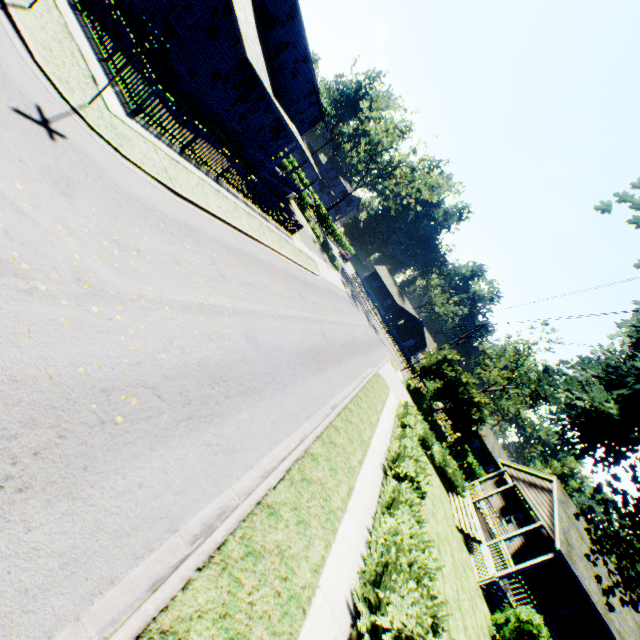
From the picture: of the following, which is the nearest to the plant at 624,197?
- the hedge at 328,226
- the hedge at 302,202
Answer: the hedge at 328,226

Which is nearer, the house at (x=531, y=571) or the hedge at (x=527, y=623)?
the hedge at (x=527, y=623)

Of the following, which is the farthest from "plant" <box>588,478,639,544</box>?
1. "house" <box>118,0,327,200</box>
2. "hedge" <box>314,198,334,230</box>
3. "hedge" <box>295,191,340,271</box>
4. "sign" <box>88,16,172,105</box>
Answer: "hedge" <box>295,191,340,271</box>

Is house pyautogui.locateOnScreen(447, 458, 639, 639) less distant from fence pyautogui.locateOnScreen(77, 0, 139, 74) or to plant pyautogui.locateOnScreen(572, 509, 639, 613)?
plant pyautogui.locateOnScreen(572, 509, 639, 613)

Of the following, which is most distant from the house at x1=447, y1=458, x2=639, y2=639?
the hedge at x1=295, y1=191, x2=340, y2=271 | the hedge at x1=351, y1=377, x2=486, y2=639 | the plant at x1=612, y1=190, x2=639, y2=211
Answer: the hedge at x1=295, y1=191, x2=340, y2=271

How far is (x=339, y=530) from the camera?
7.8 meters

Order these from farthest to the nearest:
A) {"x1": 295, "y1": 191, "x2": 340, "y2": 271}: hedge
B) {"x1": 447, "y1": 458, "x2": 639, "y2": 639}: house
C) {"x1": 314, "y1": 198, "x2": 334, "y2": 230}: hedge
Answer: {"x1": 314, "y1": 198, "x2": 334, "y2": 230}: hedge
{"x1": 295, "y1": 191, "x2": 340, "y2": 271}: hedge
{"x1": 447, "y1": 458, "x2": 639, "y2": 639}: house

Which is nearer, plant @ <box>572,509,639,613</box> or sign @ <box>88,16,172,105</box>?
sign @ <box>88,16,172,105</box>
